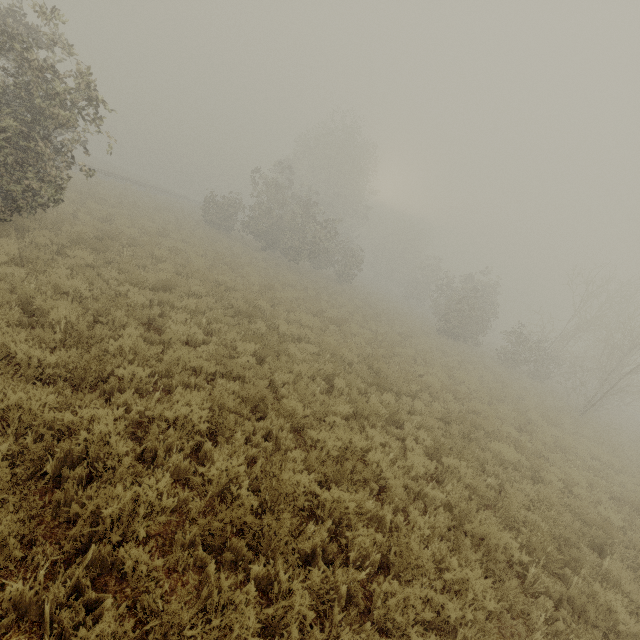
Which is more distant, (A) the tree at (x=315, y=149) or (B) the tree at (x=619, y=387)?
(A) the tree at (x=315, y=149)

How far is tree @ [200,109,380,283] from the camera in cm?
2667

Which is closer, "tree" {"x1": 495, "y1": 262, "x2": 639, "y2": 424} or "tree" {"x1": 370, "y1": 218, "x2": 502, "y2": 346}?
"tree" {"x1": 495, "y1": 262, "x2": 639, "y2": 424}

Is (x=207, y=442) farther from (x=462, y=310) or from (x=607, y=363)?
(x=462, y=310)

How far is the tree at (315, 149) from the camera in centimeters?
2667cm
